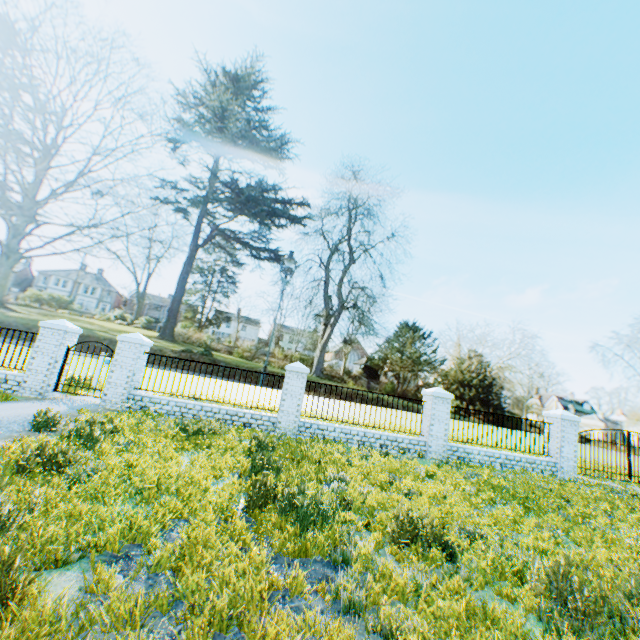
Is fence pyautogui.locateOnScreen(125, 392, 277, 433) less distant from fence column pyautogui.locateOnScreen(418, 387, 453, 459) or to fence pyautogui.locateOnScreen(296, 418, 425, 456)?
fence pyautogui.locateOnScreen(296, 418, 425, 456)

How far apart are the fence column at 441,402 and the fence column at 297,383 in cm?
457

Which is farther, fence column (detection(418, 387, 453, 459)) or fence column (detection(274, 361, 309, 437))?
fence column (detection(418, 387, 453, 459))

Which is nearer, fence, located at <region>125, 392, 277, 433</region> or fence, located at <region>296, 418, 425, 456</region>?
fence, located at <region>125, 392, 277, 433</region>

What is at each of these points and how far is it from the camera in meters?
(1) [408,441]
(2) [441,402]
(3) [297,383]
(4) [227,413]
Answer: (1) fence, 11.4
(2) fence column, 11.7
(3) fence column, 11.1
(4) fence, 10.7

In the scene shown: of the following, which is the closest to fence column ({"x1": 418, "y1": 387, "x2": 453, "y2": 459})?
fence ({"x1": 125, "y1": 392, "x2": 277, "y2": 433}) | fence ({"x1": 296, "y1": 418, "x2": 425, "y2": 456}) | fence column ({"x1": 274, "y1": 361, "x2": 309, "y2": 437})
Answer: fence ({"x1": 296, "y1": 418, "x2": 425, "y2": 456})

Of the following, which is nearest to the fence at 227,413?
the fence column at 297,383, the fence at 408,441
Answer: the fence column at 297,383
